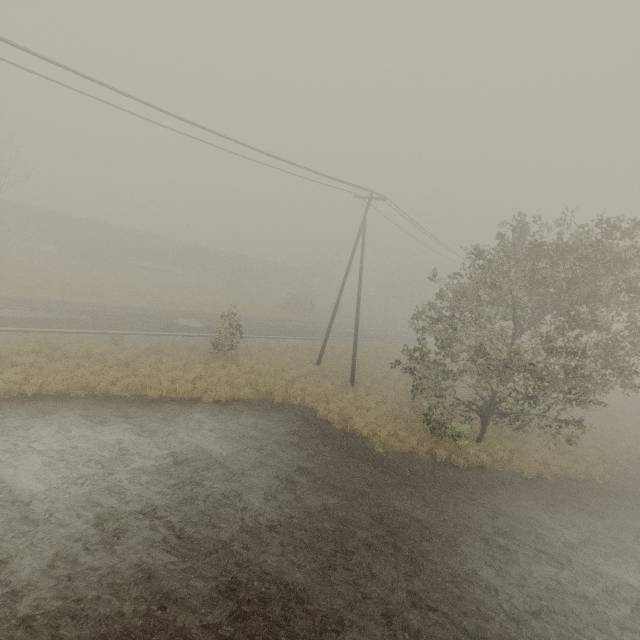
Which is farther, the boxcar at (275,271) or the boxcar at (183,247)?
the boxcar at (275,271)

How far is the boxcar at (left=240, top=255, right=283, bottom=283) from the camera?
54.8m

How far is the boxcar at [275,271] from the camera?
54.8 meters

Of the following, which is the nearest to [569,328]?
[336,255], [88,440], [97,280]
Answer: [88,440]

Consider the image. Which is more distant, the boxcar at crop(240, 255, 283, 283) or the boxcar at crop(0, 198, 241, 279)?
the boxcar at crop(240, 255, 283, 283)
